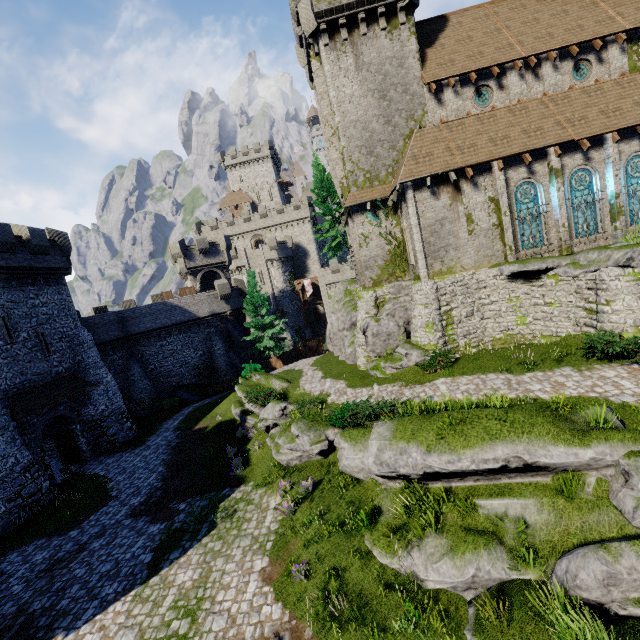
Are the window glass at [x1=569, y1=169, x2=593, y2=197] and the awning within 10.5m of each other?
no

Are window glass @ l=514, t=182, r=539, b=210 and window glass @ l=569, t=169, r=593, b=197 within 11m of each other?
yes

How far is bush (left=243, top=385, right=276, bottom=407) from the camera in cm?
1991

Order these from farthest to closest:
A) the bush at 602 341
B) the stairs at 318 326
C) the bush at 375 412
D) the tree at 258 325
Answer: the stairs at 318 326 < the tree at 258 325 < the bush at 375 412 < the bush at 602 341

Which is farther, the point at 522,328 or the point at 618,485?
the point at 522,328

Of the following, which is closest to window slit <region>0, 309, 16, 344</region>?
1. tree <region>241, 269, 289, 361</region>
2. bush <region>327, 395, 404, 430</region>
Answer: tree <region>241, 269, 289, 361</region>

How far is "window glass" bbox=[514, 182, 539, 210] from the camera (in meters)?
18.02

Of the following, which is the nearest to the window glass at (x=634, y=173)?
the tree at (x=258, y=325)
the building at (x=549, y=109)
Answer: the building at (x=549, y=109)
